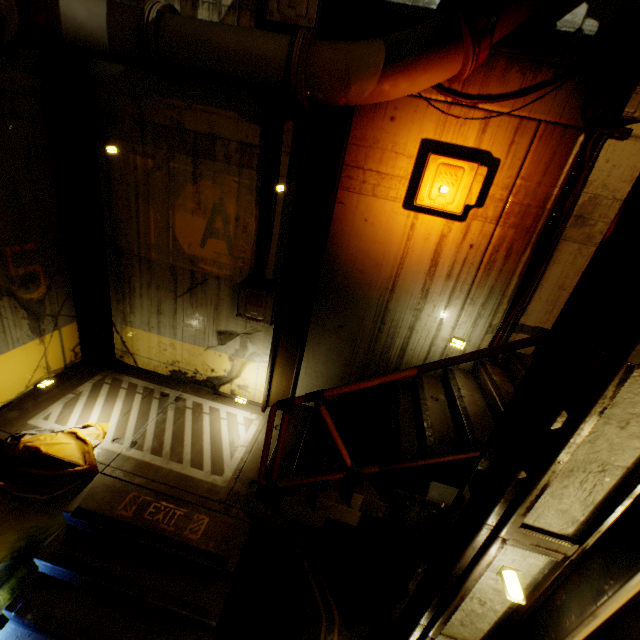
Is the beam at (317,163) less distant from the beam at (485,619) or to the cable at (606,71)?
the cable at (606,71)

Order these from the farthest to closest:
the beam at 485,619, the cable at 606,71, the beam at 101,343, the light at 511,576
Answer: the beam at 101,343 < the cable at 606,71 < the light at 511,576 < the beam at 485,619

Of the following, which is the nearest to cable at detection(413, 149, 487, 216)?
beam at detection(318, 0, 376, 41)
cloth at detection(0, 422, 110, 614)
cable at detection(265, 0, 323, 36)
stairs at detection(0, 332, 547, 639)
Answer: stairs at detection(0, 332, 547, 639)

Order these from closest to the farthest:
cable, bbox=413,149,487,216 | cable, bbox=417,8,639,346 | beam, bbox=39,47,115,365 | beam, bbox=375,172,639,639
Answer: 1. beam, bbox=375,172,639,639
2. cable, bbox=417,8,639,346
3. cable, bbox=413,149,487,216
4. beam, bbox=39,47,115,365

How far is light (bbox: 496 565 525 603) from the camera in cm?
233

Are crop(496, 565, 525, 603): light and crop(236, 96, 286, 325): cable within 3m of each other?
no

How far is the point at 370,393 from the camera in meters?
4.9

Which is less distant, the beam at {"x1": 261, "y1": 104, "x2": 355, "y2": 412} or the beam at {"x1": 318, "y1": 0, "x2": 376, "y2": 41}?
the beam at {"x1": 318, "y1": 0, "x2": 376, "y2": 41}
